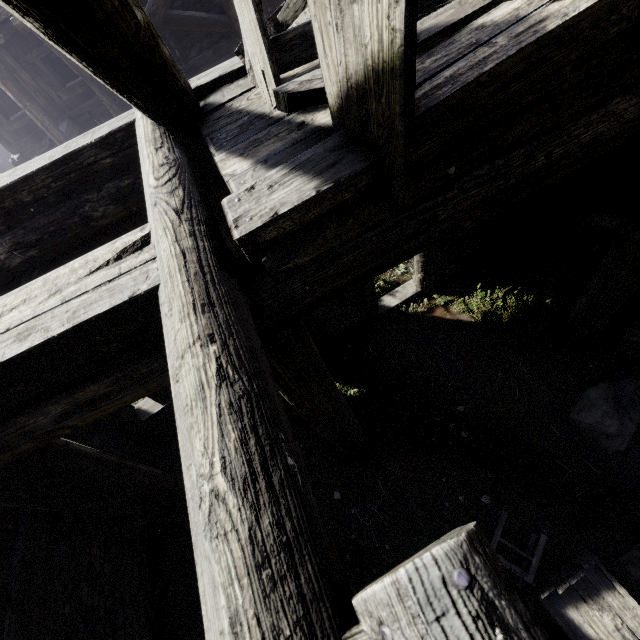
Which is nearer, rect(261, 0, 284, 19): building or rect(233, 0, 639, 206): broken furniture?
rect(233, 0, 639, 206): broken furniture

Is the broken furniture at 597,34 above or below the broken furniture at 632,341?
above

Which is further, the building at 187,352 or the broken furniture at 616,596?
the broken furniture at 616,596

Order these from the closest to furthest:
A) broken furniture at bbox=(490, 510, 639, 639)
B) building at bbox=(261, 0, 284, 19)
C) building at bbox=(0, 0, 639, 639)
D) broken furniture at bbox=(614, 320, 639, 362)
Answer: building at bbox=(0, 0, 639, 639) < broken furniture at bbox=(490, 510, 639, 639) < broken furniture at bbox=(614, 320, 639, 362) < building at bbox=(261, 0, 284, 19)

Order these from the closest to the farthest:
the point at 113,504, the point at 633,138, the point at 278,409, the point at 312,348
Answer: the point at 278,409 < the point at 312,348 < the point at 113,504 < the point at 633,138

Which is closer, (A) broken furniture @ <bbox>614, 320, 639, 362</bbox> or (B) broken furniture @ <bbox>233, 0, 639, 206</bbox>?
(B) broken furniture @ <bbox>233, 0, 639, 206</bbox>

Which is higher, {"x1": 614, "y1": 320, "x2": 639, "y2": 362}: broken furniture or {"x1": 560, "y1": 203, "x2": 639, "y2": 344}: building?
{"x1": 560, "y1": 203, "x2": 639, "y2": 344}: building
